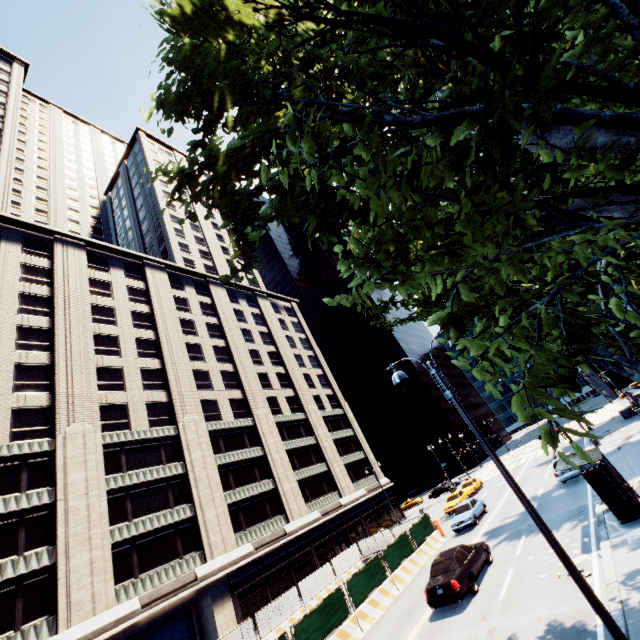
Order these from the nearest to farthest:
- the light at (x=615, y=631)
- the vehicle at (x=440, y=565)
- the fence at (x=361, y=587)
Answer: the light at (x=615, y=631)
the vehicle at (x=440, y=565)
the fence at (x=361, y=587)

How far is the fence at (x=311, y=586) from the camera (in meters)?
23.27

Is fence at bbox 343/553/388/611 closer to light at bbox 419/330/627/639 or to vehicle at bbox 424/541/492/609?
vehicle at bbox 424/541/492/609

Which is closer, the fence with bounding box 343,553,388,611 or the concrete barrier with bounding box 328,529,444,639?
the concrete barrier with bounding box 328,529,444,639

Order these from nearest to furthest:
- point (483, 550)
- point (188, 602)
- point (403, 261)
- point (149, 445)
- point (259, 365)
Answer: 1. point (403, 261)
2. point (483, 550)
3. point (188, 602)
4. point (149, 445)
5. point (259, 365)

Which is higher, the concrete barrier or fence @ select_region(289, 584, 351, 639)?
fence @ select_region(289, 584, 351, 639)

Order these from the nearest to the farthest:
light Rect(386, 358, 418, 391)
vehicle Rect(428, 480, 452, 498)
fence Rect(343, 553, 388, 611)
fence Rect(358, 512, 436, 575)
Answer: light Rect(386, 358, 418, 391)
fence Rect(343, 553, 388, 611)
fence Rect(358, 512, 436, 575)
vehicle Rect(428, 480, 452, 498)

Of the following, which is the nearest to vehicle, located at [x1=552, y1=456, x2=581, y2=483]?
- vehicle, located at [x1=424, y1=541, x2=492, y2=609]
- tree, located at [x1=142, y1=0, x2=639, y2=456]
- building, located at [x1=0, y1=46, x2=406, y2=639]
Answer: tree, located at [x1=142, y1=0, x2=639, y2=456]
